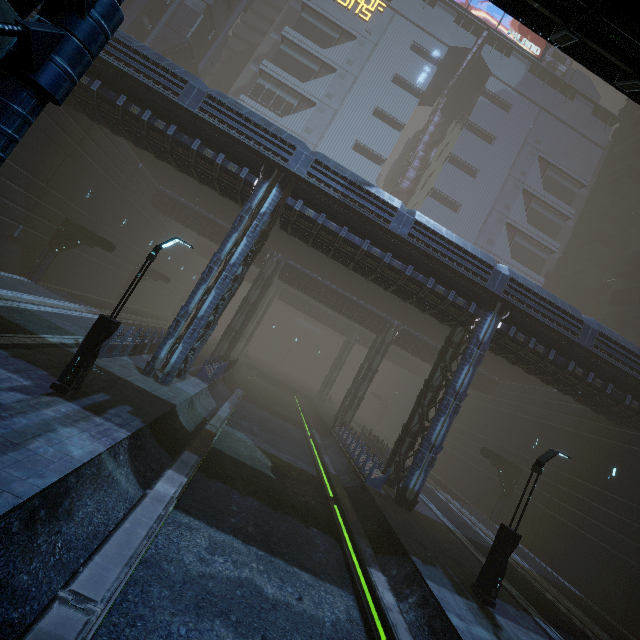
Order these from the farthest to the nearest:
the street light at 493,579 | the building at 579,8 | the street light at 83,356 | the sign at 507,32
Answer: the sign at 507,32, the street light at 493,579, the street light at 83,356, the building at 579,8

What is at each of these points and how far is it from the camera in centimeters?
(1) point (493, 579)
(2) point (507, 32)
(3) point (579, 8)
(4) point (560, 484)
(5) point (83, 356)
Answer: (1) street light, 1054cm
(2) sign, 4853cm
(3) building, 445cm
(4) building, 2261cm
(5) street light, 936cm

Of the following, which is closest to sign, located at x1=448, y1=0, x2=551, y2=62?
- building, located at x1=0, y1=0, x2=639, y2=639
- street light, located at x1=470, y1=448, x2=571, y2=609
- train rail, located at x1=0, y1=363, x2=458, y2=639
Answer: building, located at x1=0, y1=0, x2=639, y2=639

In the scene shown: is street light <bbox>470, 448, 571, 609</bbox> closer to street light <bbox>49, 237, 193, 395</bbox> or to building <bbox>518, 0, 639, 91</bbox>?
building <bbox>518, 0, 639, 91</bbox>

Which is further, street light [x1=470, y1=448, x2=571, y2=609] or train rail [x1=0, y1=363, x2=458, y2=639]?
street light [x1=470, y1=448, x2=571, y2=609]

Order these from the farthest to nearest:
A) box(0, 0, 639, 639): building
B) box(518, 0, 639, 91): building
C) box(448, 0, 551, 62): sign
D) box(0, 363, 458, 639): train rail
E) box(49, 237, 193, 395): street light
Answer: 1. box(448, 0, 551, 62): sign
2. box(0, 0, 639, 639): building
3. box(49, 237, 193, 395): street light
4. box(0, 363, 458, 639): train rail
5. box(518, 0, 639, 91): building

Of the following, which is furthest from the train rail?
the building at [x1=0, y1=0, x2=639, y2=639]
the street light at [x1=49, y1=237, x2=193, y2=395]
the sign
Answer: the sign

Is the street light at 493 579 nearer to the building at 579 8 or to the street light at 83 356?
the building at 579 8
